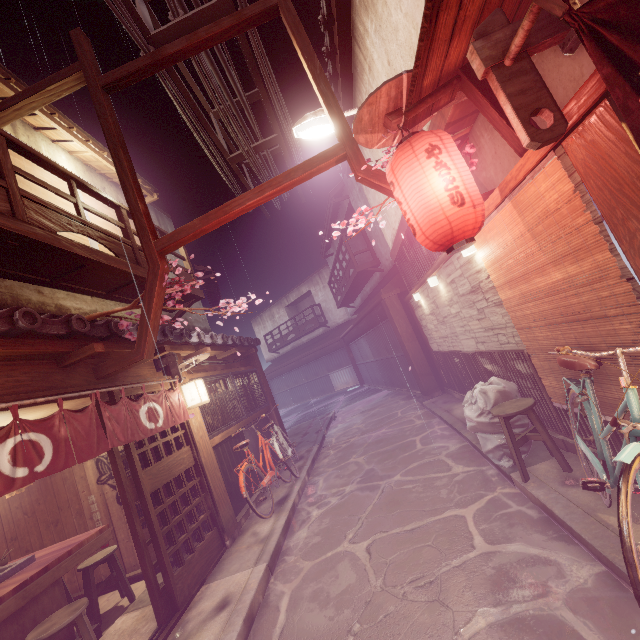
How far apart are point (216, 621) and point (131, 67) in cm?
1259

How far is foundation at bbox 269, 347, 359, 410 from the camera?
39.9 meters

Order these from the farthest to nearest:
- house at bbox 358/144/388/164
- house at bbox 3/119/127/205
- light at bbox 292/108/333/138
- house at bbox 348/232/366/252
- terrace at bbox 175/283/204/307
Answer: house at bbox 348/232/366/252
terrace at bbox 175/283/204/307
house at bbox 358/144/388/164
house at bbox 3/119/127/205
light at bbox 292/108/333/138

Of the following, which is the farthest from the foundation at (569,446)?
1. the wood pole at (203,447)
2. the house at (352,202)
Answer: the house at (352,202)

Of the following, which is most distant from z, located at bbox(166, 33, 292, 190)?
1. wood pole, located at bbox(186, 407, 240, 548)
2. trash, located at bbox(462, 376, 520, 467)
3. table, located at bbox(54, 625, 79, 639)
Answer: table, located at bbox(54, 625, 79, 639)

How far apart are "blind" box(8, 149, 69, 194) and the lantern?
10.18m

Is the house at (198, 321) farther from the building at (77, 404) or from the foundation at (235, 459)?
the building at (77, 404)

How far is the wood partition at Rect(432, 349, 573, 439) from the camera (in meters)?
7.12
